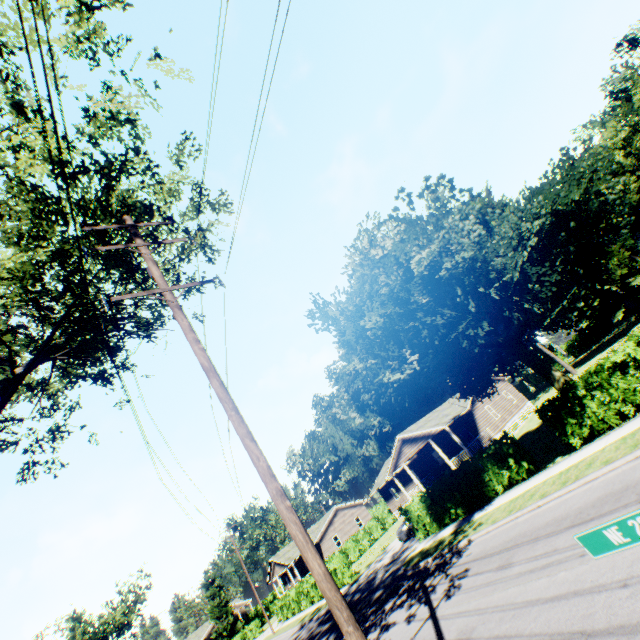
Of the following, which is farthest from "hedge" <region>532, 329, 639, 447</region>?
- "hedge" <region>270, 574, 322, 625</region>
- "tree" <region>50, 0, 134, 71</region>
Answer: "hedge" <region>270, 574, 322, 625</region>

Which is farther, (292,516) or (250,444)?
(250,444)

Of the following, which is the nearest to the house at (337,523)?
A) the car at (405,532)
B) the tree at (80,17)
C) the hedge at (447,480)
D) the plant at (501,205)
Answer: the car at (405,532)

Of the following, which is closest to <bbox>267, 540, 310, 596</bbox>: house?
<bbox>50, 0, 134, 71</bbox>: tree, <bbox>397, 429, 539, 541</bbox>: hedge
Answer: <bbox>397, 429, 539, 541</bbox>: hedge

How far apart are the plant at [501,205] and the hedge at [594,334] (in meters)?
29.42

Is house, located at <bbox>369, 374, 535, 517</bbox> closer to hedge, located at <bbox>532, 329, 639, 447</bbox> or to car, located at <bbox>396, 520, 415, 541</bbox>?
Result: car, located at <bbox>396, 520, 415, 541</bbox>

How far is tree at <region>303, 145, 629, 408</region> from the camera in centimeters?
1198cm

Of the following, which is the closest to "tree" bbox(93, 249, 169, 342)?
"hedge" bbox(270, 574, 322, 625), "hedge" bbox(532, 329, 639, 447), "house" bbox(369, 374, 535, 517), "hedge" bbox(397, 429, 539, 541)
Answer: "hedge" bbox(532, 329, 639, 447)
